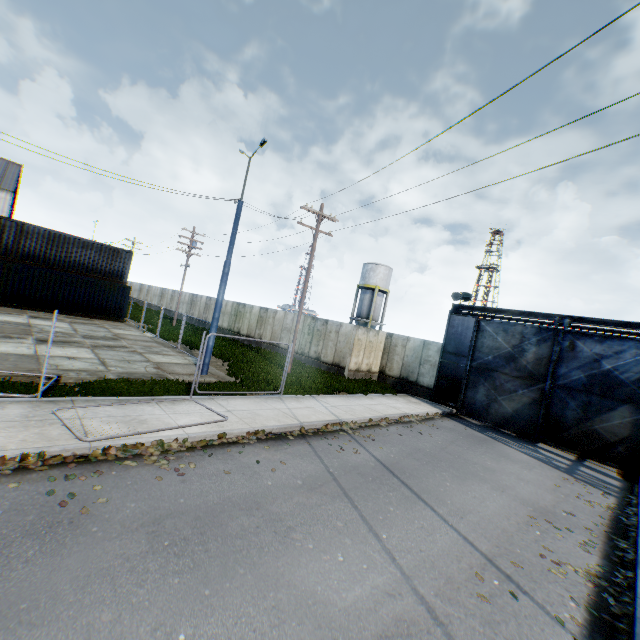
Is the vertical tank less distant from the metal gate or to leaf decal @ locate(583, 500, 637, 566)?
the metal gate

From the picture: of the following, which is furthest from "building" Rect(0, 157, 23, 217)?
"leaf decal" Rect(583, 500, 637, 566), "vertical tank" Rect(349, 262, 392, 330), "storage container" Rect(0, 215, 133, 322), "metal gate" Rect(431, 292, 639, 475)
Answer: "leaf decal" Rect(583, 500, 637, 566)

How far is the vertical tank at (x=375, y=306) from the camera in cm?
4212

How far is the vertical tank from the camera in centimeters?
4212cm

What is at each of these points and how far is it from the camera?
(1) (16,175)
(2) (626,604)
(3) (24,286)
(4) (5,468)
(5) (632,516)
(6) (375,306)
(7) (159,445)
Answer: (1) building, 44.28m
(2) leaf decal, 5.18m
(3) storage container, 21.55m
(4) leaf decal, 5.32m
(5) leaf decal, 8.83m
(6) vertical tank, 42.66m
(7) leaf decal, 7.10m

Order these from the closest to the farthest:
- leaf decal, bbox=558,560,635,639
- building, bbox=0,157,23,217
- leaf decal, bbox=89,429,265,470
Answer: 1. leaf decal, bbox=558,560,635,639
2. leaf decal, bbox=89,429,265,470
3. building, bbox=0,157,23,217

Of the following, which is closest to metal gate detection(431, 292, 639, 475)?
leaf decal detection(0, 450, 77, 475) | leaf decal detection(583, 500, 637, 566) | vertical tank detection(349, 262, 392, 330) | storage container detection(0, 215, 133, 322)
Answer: leaf decal detection(583, 500, 637, 566)

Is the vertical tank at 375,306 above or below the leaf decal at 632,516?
above
